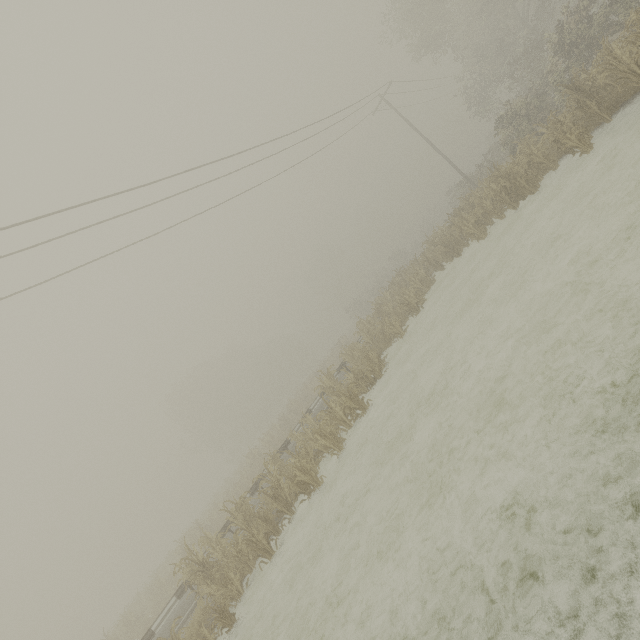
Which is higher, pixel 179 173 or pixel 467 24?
pixel 467 24
